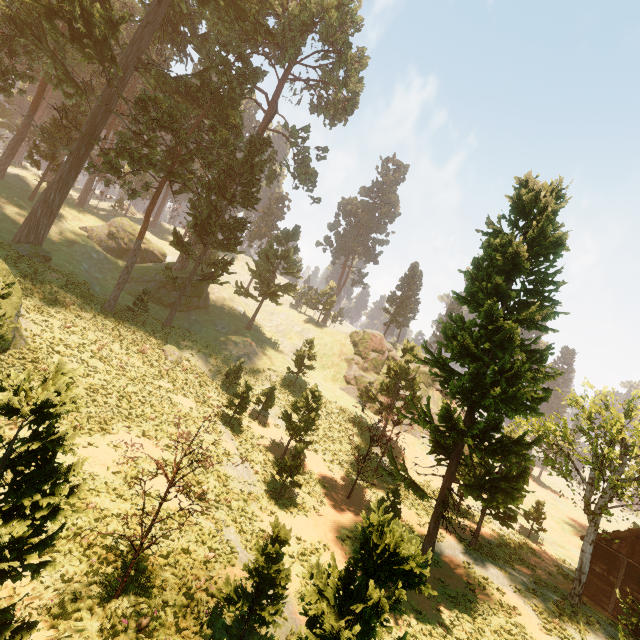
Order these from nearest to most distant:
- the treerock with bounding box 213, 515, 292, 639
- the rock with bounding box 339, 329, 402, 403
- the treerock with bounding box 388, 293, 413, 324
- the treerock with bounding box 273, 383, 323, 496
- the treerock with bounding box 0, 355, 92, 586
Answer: the treerock with bounding box 0, 355, 92, 586 → the treerock with bounding box 213, 515, 292, 639 → the treerock with bounding box 273, 383, 323, 496 → the rock with bounding box 339, 329, 402, 403 → the treerock with bounding box 388, 293, 413, 324

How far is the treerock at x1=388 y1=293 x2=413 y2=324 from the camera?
58.37m

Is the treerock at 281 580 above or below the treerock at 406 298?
below

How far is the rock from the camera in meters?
46.9 m

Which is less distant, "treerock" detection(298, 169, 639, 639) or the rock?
"treerock" detection(298, 169, 639, 639)

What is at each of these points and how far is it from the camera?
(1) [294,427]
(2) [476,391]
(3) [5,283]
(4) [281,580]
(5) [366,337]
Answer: (1) treerock, 24.4m
(2) treerock, 16.6m
(3) treerock, 12.1m
(4) treerock, 9.1m
(5) rock, 51.2m

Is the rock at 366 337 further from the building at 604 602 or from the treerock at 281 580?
the building at 604 602
